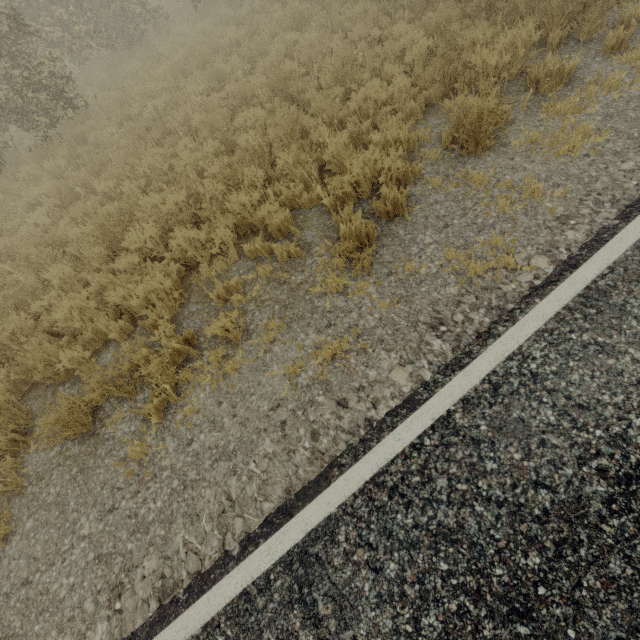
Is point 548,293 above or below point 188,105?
below
